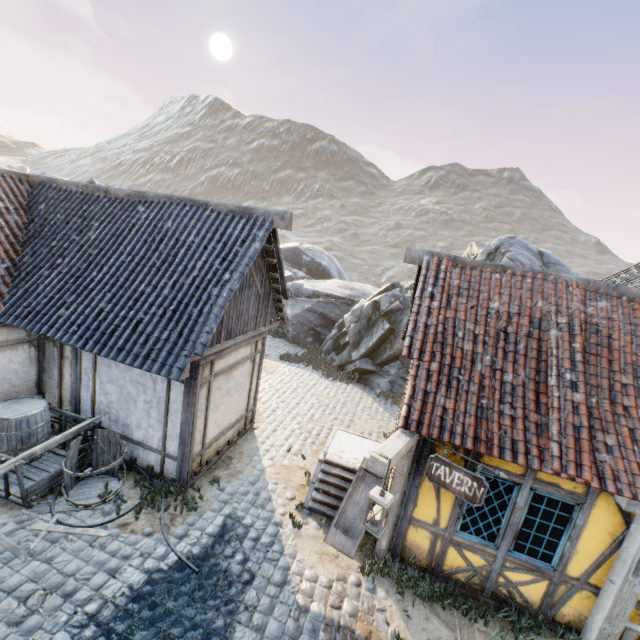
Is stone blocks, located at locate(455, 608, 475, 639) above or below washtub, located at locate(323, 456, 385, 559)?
below

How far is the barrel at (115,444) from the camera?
6.0 meters

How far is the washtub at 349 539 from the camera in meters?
6.2 m

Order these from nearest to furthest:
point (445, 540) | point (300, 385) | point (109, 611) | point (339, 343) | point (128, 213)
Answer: point (109, 611) < point (445, 540) < point (128, 213) < point (300, 385) < point (339, 343)

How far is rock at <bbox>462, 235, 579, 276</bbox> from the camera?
12.8m

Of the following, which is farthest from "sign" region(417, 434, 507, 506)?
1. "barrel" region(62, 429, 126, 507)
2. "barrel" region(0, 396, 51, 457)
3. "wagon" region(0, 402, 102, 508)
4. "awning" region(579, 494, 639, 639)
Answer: "barrel" region(0, 396, 51, 457)

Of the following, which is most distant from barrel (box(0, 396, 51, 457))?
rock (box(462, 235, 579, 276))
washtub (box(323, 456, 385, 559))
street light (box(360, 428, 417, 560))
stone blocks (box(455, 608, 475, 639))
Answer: rock (box(462, 235, 579, 276))

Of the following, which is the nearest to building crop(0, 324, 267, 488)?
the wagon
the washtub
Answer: the wagon
